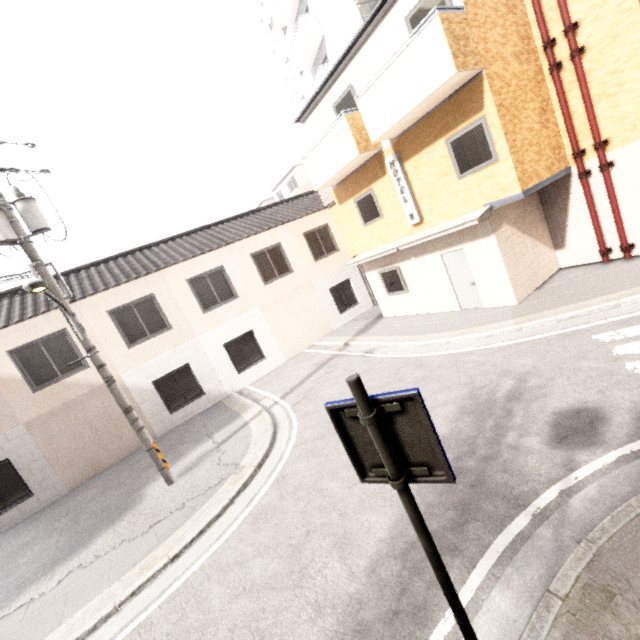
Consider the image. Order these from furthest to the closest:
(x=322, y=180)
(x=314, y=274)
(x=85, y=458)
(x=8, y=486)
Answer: (x=314, y=274)
(x=322, y=180)
(x=85, y=458)
(x=8, y=486)

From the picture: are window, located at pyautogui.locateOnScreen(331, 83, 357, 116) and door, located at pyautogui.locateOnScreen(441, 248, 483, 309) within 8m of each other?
yes

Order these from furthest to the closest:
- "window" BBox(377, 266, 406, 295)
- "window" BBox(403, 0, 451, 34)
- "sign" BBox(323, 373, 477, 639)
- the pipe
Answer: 1. "window" BBox(377, 266, 406, 295)
2. the pipe
3. "window" BBox(403, 0, 451, 34)
4. "sign" BBox(323, 373, 477, 639)

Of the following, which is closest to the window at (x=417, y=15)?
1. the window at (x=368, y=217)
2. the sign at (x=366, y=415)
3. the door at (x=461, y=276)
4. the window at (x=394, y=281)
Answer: the window at (x=368, y=217)

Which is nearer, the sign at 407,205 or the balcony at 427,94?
the balcony at 427,94

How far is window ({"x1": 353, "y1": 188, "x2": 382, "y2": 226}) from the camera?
12.0 meters

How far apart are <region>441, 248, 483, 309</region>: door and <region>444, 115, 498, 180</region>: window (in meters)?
2.04

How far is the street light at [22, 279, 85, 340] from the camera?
5.53m
